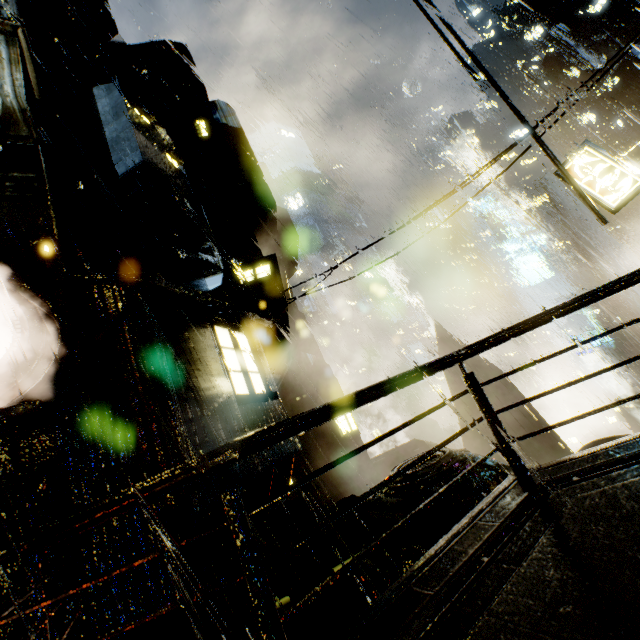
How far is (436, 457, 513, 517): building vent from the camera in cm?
821

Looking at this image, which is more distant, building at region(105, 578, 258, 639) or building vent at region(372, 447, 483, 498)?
building vent at region(372, 447, 483, 498)

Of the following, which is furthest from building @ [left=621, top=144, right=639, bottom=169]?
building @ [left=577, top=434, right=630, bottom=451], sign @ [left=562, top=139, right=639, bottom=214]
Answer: building @ [left=577, top=434, right=630, bottom=451]

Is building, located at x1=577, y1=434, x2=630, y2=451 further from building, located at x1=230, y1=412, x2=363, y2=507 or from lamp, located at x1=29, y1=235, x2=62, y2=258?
lamp, located at x1=29, y1=235, x2=62, y2=258

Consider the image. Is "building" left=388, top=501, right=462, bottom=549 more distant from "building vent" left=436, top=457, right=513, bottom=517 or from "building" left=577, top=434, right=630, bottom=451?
"building" left=577, top=434, right=630, bottom=451

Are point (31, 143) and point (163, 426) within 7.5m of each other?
yes

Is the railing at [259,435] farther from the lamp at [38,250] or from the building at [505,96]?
the lamp at [38,250]

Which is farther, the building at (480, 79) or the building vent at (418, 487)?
the building at (480, 79)
